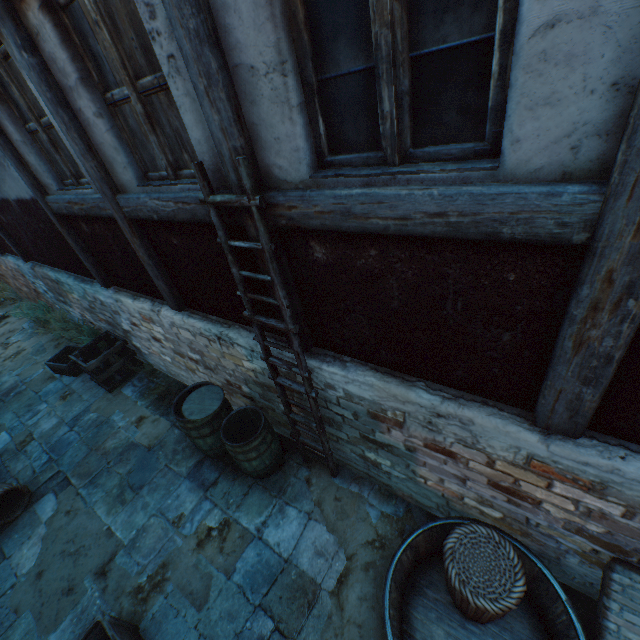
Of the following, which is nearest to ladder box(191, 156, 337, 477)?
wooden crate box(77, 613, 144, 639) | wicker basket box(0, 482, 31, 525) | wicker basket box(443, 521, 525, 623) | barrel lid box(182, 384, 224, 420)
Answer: barrel lid box(182, 384, 224, 420)

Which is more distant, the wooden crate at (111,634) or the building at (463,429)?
the wooden crate at (111,634)

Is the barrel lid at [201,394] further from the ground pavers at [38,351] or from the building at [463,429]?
the ground pavers at [38,351]

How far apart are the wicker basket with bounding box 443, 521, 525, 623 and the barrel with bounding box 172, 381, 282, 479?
2.1m

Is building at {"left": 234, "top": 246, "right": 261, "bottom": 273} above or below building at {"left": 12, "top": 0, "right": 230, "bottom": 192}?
below

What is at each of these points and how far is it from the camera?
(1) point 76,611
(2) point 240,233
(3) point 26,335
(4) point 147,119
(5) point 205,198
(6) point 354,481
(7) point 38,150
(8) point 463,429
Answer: (1) ground pavers, 3.5m
(2) building, 2.6m
(3) ground pavers, 8.9m
(4) building, 2.4m
(5) ladder, 2.3m
(6) ground pavers, 3.9m
(7) building, 3.8m
(8) building, 2.3m

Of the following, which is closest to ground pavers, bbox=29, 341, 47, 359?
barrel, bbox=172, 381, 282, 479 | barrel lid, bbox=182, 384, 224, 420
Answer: barrel, bbox=172, 381, 282, 479

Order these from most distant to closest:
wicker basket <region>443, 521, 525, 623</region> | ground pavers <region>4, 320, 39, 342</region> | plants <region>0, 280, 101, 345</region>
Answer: ground pavers <region>4, 320, 39, 342</region> → plants <region>0, 280, 101, 345</region> → wicker basket <region>443, 521, 525, 623</region>
